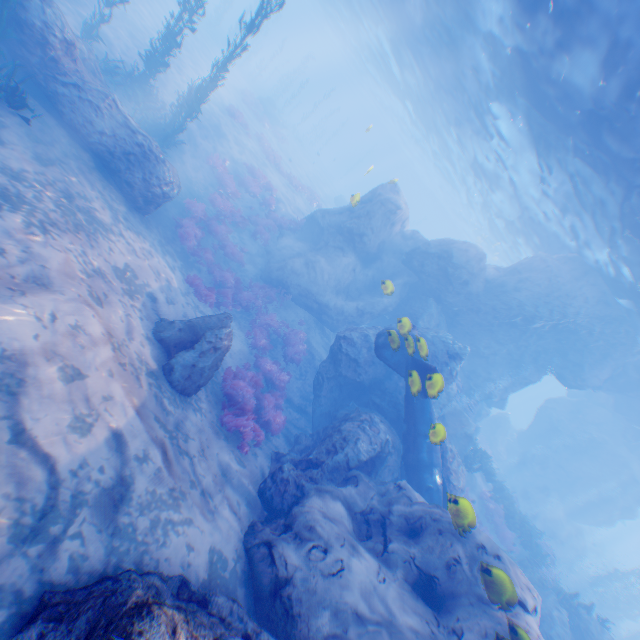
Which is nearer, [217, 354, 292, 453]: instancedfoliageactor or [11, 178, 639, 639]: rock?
[11, 178, 639, 639]: rock

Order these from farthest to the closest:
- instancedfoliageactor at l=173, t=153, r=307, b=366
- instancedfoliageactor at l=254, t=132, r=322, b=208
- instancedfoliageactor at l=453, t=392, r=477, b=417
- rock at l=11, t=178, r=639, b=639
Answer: instancedfoliageactor at l=254, t=132, r=322, b=208, instancedfoliageactor at l=453, t=392, r=477, b=417, instancedfoliageactor at l=173, t=153, r=307, b=366, rock at l=11, t=178, r=639, b=639

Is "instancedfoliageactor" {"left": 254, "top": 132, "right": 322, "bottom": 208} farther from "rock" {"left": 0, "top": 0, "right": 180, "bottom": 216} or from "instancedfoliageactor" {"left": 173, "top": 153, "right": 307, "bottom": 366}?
"instancedfoliageactor" {"left": 173, "top": 153, "right": 307, "bottom": 366}

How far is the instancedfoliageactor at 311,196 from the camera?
26.8m

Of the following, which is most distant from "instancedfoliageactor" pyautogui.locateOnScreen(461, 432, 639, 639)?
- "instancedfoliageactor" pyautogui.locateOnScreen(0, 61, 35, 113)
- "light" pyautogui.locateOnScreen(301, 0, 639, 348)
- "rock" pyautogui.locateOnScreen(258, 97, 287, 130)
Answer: "rock" pyautogui.locateOnScreen(258, 97, 287, 130)

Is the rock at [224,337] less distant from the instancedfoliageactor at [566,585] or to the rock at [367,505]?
the rock at [367,505]

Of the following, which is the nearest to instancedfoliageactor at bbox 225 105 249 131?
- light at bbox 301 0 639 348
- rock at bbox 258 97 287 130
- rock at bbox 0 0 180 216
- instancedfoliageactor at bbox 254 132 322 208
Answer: instancedfoliageactor at bbox 254 132 322 208

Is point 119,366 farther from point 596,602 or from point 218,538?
point 596,602
